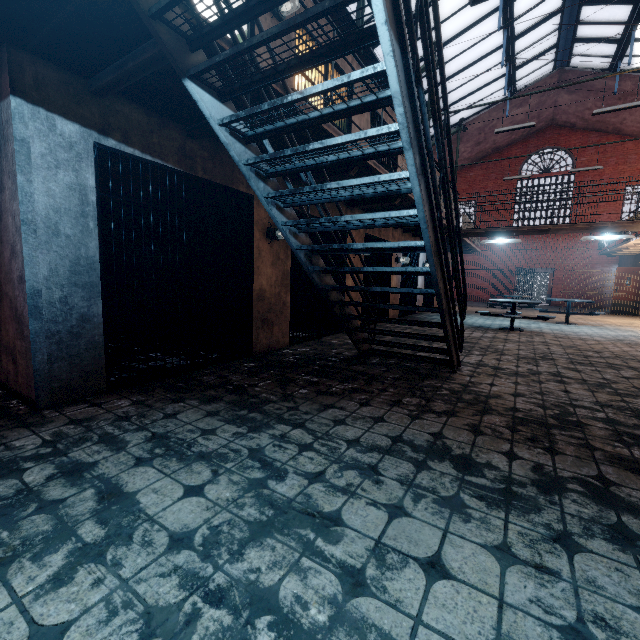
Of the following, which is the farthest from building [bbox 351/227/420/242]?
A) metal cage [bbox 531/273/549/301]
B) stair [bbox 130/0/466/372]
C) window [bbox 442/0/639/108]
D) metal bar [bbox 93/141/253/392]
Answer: metal cage [bbox 531/273/549/301]

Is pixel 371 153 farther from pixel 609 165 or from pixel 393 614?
pixel 609 165

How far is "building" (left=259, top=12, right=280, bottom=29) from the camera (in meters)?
4.53

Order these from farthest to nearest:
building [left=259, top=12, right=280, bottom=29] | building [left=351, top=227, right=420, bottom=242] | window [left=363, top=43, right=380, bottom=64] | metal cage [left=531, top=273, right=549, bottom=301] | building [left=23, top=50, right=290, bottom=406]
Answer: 1. metal cage [left=531, top=273, right=549, bottom=301]
2. window [left=363, top=43, right=380, bottom=64]
3. building [left=351, top=227, right=420, bottom=242]
4. building [left=259, top=12, right=280, bottom=29]
5. building [left=23, top=50, right=290, bottom=406]

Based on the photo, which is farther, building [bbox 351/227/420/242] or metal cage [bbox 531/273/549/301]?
metal cage [bbox 531/273/549/301]

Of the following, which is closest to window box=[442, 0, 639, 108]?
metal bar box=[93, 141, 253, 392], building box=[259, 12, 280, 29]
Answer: building box=[259, 12, 280, 29]

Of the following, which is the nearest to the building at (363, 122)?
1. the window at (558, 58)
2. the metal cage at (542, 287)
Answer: the window at (558, 58)

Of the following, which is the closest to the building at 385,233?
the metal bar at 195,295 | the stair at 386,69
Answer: the metal bar at 195,295
